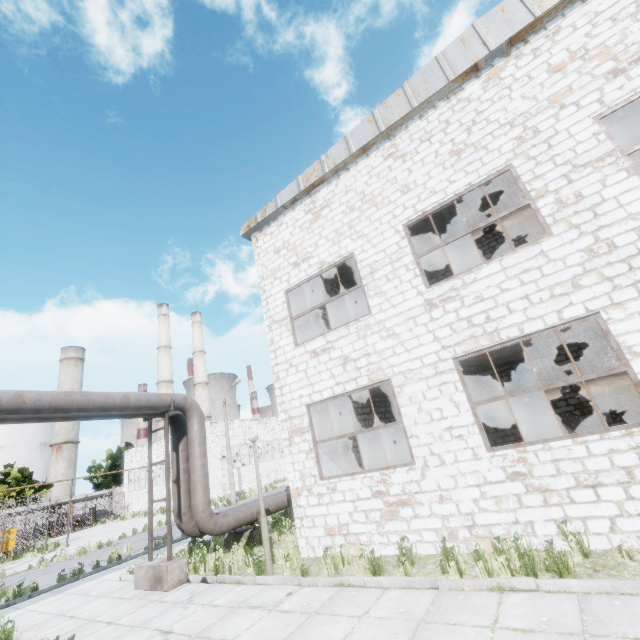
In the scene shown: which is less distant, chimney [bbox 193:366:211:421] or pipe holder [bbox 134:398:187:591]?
pipe holder [bbox 134:398:187:591]

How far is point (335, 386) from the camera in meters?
9.3

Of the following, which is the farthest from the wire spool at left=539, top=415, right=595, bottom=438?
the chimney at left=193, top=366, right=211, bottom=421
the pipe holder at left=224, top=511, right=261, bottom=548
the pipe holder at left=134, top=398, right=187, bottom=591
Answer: the chimney at left=193, top=366, right=211, bottom=421

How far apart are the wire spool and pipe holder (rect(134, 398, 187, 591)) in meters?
11.4 m

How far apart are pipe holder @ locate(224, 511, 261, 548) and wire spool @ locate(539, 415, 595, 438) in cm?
994

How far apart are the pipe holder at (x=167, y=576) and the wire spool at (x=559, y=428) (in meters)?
11.43

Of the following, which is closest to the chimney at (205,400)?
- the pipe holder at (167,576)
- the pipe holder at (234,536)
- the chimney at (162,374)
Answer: the chimney at (162,374)

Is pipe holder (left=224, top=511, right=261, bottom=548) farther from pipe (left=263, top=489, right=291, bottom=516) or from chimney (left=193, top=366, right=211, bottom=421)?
chimney (left=193, top=366, right=211, bottom=421)
